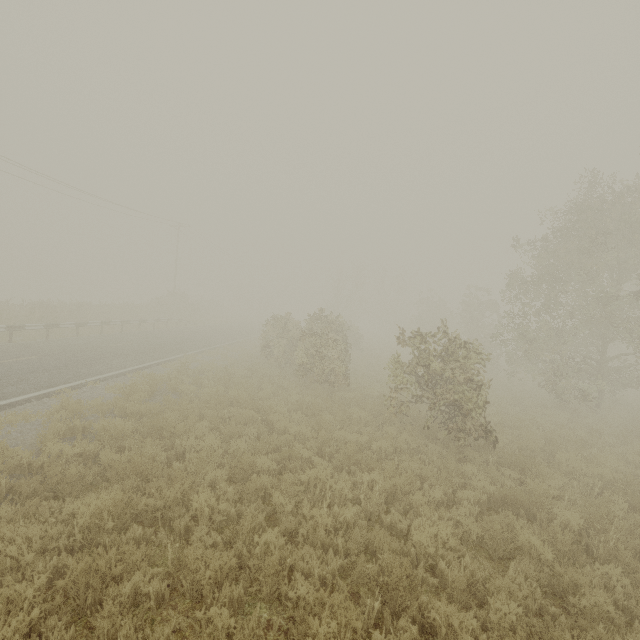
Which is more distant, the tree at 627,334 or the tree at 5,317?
the tree at 5,317

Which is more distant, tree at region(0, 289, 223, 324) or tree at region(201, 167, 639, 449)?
tree at region(0, 289, 223, 324)

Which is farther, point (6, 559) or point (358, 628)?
point (6, 559)
